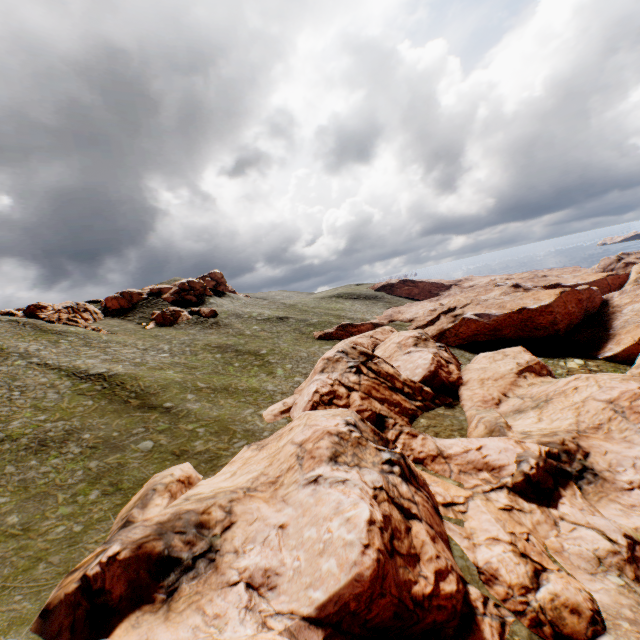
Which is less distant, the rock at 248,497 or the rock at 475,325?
the rock at 248,497

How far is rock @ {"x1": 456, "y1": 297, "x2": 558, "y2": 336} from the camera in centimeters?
5897cm

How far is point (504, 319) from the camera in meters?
59.5

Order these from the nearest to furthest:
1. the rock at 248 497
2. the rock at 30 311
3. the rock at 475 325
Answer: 1. the rock at 248 497
2. the rock at 30 311
3. the rock at 475 325

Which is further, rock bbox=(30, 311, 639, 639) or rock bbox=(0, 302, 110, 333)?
rock bbox=(0, 302, 110, 333)

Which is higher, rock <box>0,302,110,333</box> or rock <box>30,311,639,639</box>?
rock <box>0,302,110,333</box>
